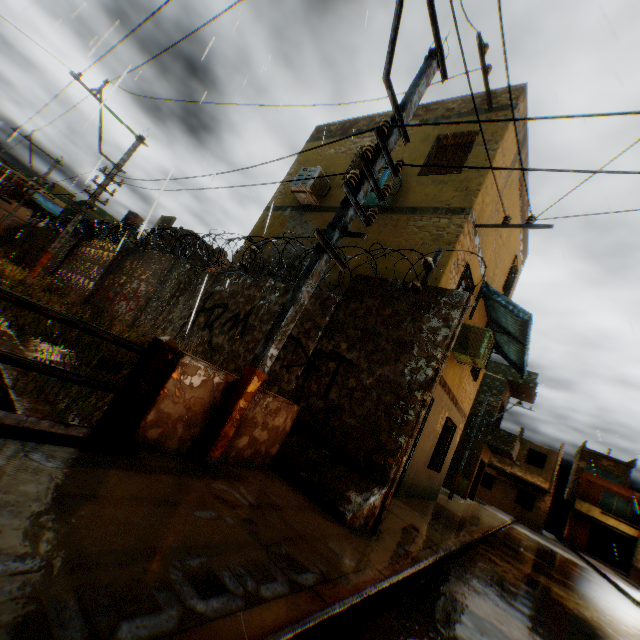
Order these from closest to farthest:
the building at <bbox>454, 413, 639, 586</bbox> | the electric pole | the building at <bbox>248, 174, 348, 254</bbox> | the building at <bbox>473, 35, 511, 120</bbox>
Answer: the electric pole → the building at <bbox>473, 35, 511, 120</bbox> → the building at <bbox>248, 174, 348, 254</bbox> → the building at <bbox>454, 413, 639, 586</bbox>

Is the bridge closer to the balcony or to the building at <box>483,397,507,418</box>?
the building at <box>483,397,507,418</box>

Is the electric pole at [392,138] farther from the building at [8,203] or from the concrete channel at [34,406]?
the building at [8,203]

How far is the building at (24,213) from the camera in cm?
3350

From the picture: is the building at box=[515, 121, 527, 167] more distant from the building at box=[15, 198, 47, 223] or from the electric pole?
the building at box=[15, 198, 47, 223]

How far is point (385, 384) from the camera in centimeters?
458cm

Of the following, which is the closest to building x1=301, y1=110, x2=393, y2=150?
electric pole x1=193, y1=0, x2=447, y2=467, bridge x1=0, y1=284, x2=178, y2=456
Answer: bridge x1=0, y1=284, x2=178, y2=456

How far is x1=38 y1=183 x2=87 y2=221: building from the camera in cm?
2963
